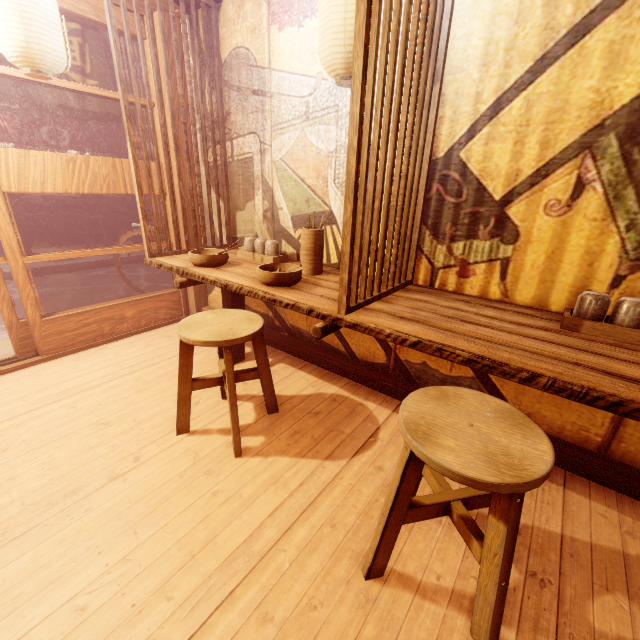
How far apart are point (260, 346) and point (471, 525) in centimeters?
253cm

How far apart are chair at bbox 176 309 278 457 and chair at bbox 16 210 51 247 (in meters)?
14.93

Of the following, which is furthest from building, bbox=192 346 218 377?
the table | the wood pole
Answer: the table

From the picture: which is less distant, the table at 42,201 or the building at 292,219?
the building at 292,219

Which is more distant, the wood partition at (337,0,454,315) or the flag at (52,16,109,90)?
the flag at (52,16,109,90)

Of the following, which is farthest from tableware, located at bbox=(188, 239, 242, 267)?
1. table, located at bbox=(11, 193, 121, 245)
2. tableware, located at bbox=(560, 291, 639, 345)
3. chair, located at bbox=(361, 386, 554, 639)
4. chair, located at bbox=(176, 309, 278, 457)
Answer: table, located at bbox=(11, 193, 121, 245)

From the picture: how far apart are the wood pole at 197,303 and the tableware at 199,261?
1.9m

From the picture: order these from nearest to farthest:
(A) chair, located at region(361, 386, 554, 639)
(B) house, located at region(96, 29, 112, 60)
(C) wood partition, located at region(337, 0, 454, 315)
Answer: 1. (A) chair, located at region(361, 386, 554, 639)
2. (C) wood partition, located at region(337, 0, 454, 315)
3. (B) house, located at region(96, 29, 112, 60)
